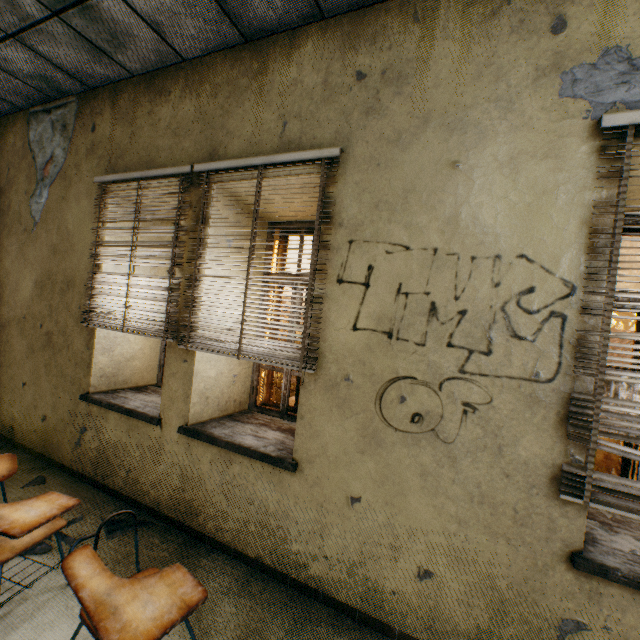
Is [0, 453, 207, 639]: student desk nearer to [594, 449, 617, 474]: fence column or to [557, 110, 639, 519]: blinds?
[557, 110, 639, 519]: blinds

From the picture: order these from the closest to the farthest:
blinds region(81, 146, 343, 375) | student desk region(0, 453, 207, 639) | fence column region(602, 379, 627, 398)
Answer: student desk region(0, 453, 207, 639)
blinds region(81, 146, 343, 375)
fence column region(602, 379, 627, 398)

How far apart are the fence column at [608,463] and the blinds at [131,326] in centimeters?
1001cm

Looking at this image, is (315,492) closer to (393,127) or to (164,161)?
(393,127)

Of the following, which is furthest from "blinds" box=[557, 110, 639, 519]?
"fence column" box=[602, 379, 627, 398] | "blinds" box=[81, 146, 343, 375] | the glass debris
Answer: "fence column" box=[602, 379, 627, 398]

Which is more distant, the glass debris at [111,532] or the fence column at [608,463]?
the fence column at [608,463]

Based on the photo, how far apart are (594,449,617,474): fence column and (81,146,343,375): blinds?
10.0m

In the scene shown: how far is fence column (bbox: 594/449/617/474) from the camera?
8.51m
